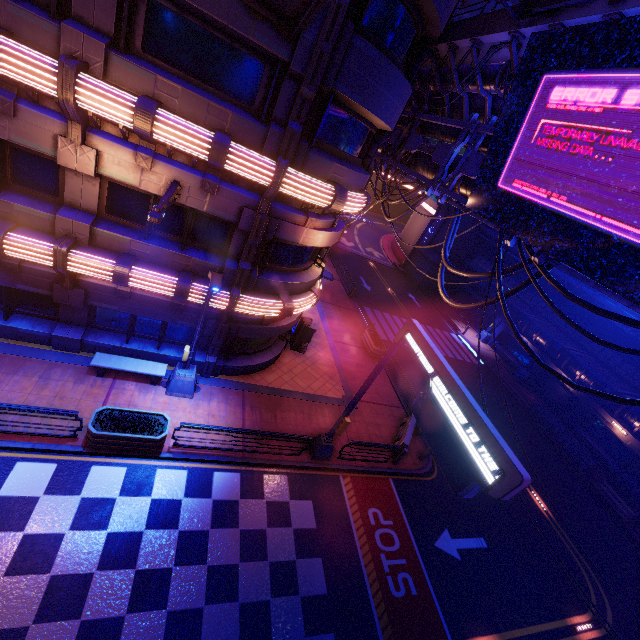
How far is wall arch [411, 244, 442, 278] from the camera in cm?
3898

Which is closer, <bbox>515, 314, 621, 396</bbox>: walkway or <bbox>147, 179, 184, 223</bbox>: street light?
<bbox>147, 179, 184, 223</bbox>: street light

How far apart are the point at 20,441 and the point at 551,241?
15.35m

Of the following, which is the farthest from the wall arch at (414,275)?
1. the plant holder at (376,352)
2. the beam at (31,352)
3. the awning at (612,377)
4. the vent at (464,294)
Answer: the beam at (31,352)

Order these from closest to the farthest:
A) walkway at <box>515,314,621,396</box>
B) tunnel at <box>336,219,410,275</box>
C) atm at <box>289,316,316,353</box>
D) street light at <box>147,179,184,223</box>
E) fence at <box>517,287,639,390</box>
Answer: street light at <box>147,179,184,223</box> < atm at <box>289,316,316,353</box> < fence at <box>517,287,639,390</box> < walkway at <box>515,314,621,396</box> < tunnel at <box>336,219,410,275</box>

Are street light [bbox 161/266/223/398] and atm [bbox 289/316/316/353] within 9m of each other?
yes

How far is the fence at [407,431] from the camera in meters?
15.2 m

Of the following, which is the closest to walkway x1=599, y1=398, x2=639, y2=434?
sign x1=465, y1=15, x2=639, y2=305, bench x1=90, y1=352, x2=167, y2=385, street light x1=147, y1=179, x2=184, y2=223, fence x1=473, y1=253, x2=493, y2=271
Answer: fence x1=473, y1=253, x2=493, y2=271
